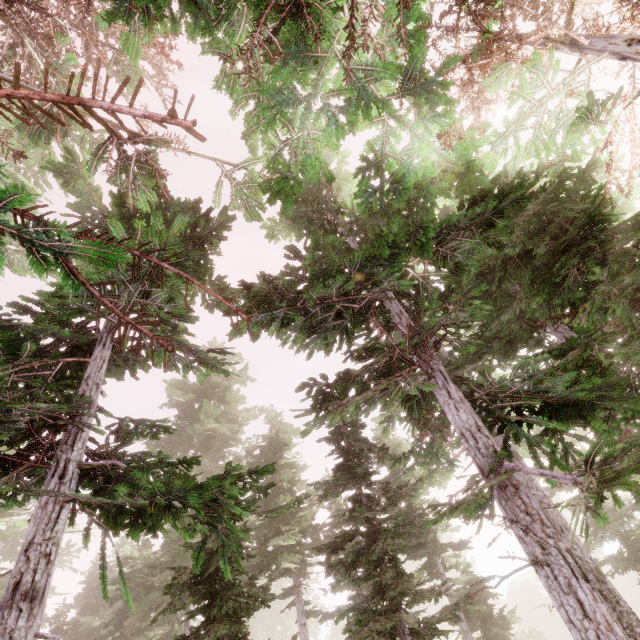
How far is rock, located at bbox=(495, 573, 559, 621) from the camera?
49.50m

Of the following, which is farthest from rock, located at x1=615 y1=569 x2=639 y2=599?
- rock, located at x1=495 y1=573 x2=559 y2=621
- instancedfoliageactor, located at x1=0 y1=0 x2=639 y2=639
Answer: rock, located at x1=495 y1=573 x2=559 y2=621

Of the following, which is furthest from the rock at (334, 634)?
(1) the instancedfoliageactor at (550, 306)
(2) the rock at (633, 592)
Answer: (2) the rock at (633, 592)

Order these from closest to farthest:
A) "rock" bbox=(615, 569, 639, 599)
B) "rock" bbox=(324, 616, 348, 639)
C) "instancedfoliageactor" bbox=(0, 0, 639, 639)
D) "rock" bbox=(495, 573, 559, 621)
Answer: "instancedfoliageactor" bbox=(0, 0, 639, 639) → "rock" bbox=(615, 569, 639, 599) → "rock" bbox=(495, 573, 559, 621) → "rock" bbox=(324, 616, 348, 639)

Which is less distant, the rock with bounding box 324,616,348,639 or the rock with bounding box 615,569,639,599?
the rock with bounding box 615,569,639,599

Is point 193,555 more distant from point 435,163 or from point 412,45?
point 412,45

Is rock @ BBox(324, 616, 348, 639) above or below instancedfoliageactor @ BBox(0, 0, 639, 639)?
above
